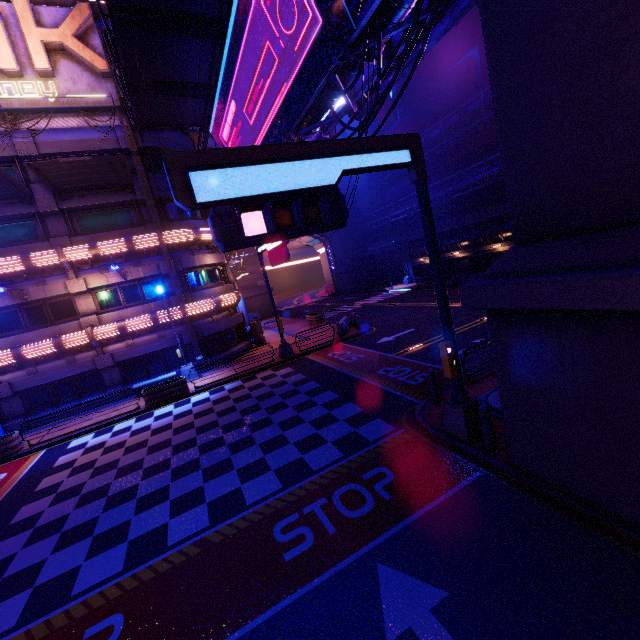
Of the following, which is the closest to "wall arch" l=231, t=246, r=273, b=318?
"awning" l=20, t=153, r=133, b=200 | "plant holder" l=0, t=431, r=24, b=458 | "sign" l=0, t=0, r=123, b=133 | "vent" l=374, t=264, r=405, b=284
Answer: "vent" l=374, t=264, r=405, b=284

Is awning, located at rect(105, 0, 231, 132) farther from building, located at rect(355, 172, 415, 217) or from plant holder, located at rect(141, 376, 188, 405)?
building, located at rect(355, 172, 415, 217)

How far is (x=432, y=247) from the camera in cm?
743

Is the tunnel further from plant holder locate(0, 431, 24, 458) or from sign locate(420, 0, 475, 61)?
sign locate(420, 0, 475, 61)

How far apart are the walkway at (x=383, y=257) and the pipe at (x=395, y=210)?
2.8m

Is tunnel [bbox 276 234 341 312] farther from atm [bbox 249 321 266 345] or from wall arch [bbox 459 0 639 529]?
wall arch [bbox 459 0 639 529]

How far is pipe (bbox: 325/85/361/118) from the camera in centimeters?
1178cm

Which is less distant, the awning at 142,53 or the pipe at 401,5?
the pipe at 401,5
